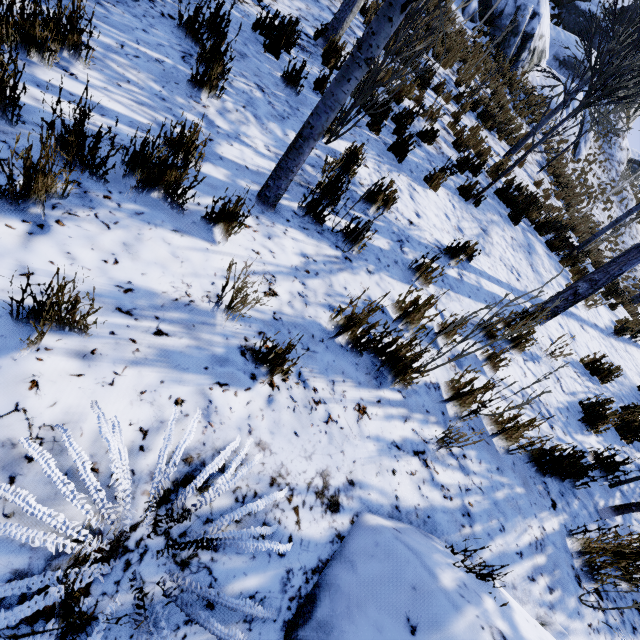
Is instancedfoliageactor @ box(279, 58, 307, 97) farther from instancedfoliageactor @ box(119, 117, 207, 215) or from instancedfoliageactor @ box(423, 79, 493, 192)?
instancedfoliageactor @ box(423, 79, 493, 192)

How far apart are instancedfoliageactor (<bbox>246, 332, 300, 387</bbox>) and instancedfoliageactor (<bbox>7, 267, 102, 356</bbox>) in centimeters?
80cm

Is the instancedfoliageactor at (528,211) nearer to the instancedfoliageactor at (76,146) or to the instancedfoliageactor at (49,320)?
the instancedfoliageactor at (76,146)

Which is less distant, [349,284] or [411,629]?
[411,629]

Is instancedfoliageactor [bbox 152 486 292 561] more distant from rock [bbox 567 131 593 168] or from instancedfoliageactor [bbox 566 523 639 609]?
rock [bbox 567 131 593 168]

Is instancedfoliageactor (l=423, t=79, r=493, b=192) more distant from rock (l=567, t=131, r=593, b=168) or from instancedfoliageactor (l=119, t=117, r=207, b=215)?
rock (l=567, t=131, r=593, b=168)

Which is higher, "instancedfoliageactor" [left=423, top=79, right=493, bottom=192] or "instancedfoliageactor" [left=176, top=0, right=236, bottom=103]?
"instancedfoliageactor" [left=423, top=79, right=493, bottom=192]

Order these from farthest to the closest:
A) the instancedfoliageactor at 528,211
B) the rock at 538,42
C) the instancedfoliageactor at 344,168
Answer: the rock at 538,42 < the instancedfoliageactor at 528,211 < the instancedfoliageactor at 344,168
